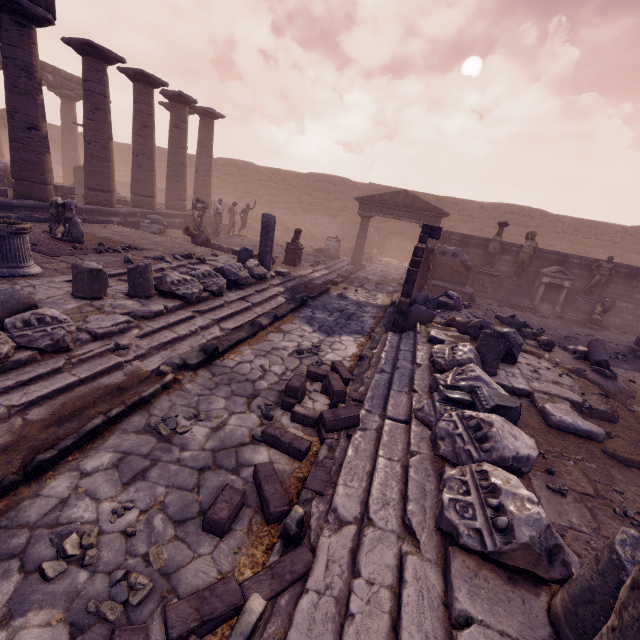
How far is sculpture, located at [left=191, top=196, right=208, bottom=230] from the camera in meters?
14.3 m

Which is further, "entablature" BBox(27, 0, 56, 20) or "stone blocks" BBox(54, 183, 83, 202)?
"stone blocks" BBox(54, 183, 83, 202)

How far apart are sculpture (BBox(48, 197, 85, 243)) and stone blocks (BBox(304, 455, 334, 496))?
9.1m

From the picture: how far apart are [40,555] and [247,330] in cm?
458

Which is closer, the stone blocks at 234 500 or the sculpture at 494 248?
the stone blocks at 234 500

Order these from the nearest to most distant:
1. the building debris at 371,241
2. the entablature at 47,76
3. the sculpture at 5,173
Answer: the sculpture at 5,173
the entablature at 47,76
the building debris at 371,241

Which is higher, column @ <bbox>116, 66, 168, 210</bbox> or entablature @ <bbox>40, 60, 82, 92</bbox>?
entablature @ <bbox>40, 60, 82, 92</bbox>

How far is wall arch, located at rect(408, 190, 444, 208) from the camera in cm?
2308
